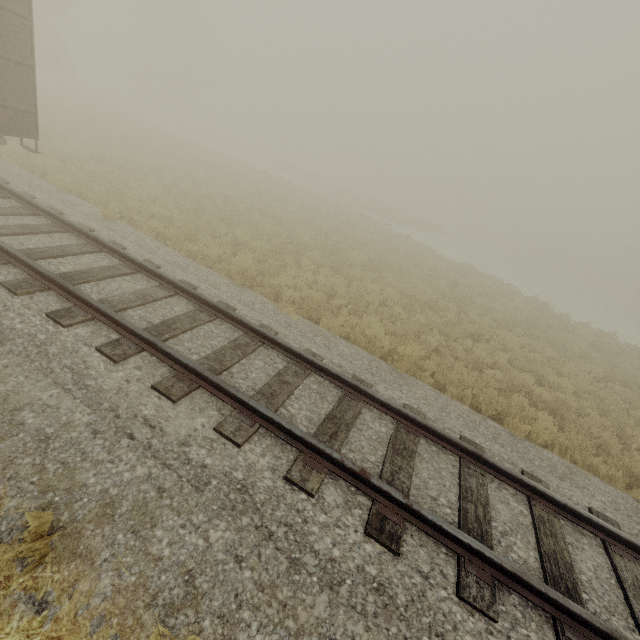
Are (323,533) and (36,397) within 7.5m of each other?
yes

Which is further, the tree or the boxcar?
the tree

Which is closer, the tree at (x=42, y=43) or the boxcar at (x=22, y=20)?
the boxcar at (x=22, y=20)
